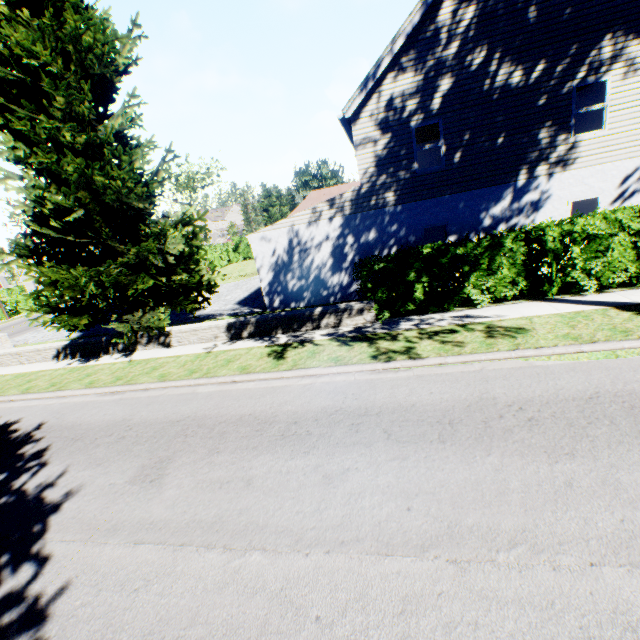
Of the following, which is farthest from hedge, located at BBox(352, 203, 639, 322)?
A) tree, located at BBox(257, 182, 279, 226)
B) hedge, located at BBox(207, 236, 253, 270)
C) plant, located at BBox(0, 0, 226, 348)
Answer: tree, located at BBox(257, 182, 279, 226)

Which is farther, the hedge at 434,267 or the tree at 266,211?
the tree at 266,211

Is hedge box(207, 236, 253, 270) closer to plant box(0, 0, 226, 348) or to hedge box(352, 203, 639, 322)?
hedge box(352, 203, 639, 322)

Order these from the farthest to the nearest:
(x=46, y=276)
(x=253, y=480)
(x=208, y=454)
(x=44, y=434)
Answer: (x=46, y=276) < (x=44, y=434) < (x=208, y=454) < (x=253, y=480)

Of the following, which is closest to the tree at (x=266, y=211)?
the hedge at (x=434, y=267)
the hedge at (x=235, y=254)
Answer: the hedge at (x=235, y=254)

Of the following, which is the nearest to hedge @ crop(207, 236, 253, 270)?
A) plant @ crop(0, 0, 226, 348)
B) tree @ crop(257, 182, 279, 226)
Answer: tree @ crop(257, 182, 279, 226)

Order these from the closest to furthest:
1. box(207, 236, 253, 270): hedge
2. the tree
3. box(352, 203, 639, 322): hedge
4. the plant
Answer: box(352, 203, 639, 322): hedge, the plant, box(207, 236, 253, 270): hedge, the tree

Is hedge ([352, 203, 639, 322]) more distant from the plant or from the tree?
the tree
